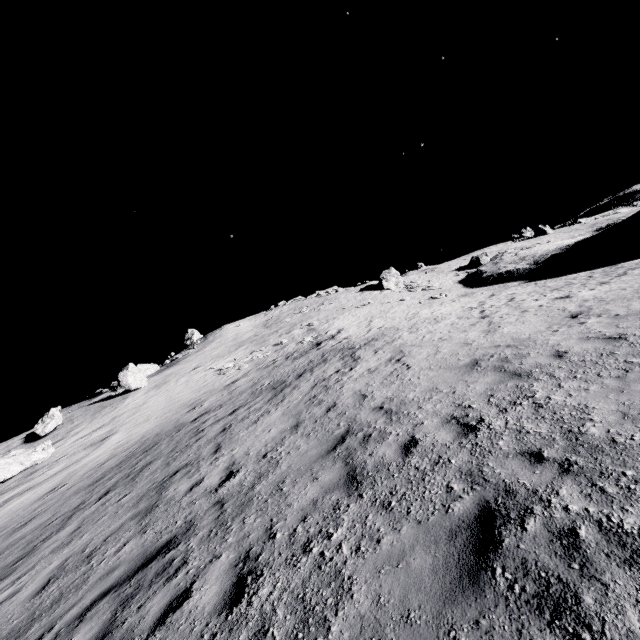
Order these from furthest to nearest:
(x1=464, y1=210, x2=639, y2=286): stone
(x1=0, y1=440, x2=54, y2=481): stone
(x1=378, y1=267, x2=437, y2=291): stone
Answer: (x1=378, y1=267, x2=437, y2=291): stone, (x1=464, y1=210, x2=639, y2=286): stone, (x1=0, y1=440, x2=54, y2=481): stone

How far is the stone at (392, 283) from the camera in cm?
4104

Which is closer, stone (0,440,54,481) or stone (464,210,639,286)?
stone (0,440,54,481)

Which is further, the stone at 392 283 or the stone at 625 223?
the stone at 392 283

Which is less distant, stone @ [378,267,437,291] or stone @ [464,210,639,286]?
stone @ [464,210,639,286]

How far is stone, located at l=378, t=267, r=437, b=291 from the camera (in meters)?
41.04

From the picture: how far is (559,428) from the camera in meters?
4.4
